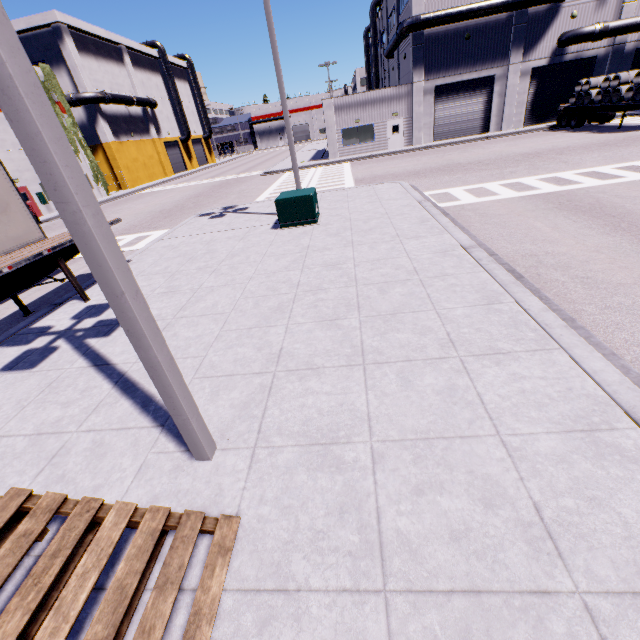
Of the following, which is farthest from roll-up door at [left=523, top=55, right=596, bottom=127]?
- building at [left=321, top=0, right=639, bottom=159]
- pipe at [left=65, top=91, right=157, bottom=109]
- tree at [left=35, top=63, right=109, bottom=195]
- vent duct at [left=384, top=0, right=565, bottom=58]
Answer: pipe at [left=65, top=91, right=157, bottom=109]

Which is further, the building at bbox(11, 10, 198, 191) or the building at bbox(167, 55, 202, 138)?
the building at bbox(167, 55, 202, 138)

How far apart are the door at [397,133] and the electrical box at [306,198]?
23.36m

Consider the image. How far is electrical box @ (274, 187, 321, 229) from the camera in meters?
10.7

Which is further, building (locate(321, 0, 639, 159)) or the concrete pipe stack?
building (locate(321, 0, 639, 159))

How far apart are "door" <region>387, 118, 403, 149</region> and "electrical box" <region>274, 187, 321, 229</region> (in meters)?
23.36

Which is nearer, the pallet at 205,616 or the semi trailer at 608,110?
the pallet at 205,616

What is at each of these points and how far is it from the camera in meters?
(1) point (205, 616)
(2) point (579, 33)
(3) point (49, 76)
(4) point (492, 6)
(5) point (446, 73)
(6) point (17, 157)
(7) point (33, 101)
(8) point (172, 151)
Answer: (1) pallet, 2.2 m
(2) pipe, 25.0 m
(3) tree, 28.7 m
(4) vent duct, 24.6 m
(5) building, 27.7 m
(6) building, 25.4 m
(7) light, 1.8 m
(8) roll-up door, 49.8 m
